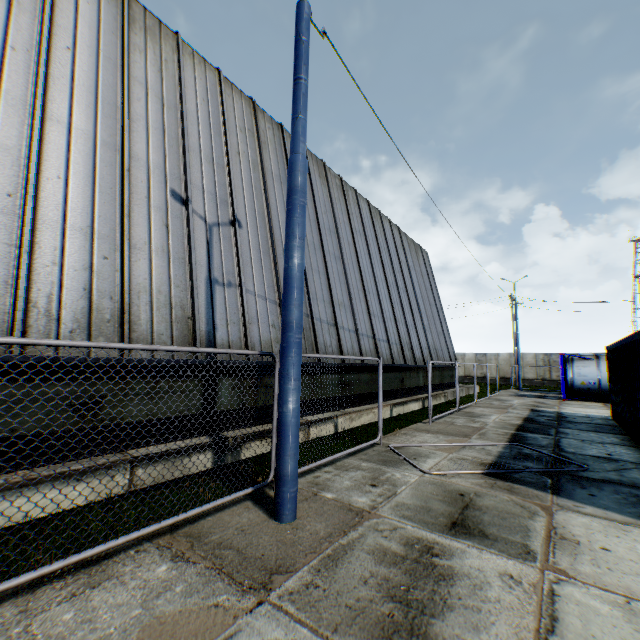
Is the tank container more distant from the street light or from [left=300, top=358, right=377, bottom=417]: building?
the street light

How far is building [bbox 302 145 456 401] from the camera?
11.7 meters

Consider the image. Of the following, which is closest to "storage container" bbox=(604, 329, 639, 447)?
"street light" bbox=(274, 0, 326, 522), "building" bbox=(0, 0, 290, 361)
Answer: "street light" bbox=(274, 0, 326, 522)

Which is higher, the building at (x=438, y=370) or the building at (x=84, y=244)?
the building at (x=84, y=244)

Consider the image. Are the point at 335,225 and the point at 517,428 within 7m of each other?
no

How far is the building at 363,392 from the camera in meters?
9.7 m

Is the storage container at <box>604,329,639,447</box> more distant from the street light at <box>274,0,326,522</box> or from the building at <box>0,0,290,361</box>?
the building at <box>0,0,290,361</box>
